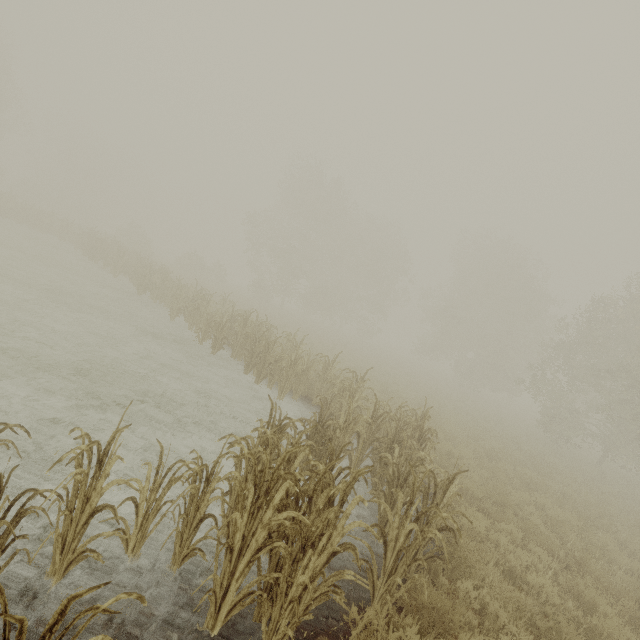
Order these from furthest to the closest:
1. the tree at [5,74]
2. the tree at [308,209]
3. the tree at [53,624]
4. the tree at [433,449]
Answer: the tree at [308,209] < the tree at [5,74] < the tree at [433,449] < the tree at [53,624]

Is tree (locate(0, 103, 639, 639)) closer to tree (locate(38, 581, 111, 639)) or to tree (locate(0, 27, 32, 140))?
tree (locate(38, 581, 111, 639))

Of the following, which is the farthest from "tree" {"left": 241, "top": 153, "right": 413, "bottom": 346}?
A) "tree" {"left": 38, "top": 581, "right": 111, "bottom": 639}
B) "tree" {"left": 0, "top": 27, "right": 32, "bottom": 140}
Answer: "tree" {"left": 0, "top": 27, "right": 32, "bottom": 140}

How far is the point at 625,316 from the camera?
19.9 meters

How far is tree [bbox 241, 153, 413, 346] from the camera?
34.56m

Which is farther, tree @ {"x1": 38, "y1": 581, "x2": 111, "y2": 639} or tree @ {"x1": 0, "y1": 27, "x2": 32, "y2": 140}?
tree @ {"x1": 0, "y1": 27, "x2": 32, "y2": 140}

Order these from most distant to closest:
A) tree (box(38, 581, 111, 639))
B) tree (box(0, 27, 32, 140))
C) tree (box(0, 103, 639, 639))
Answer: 1. tree (box(0, 27, 32, 140))
2. tree (box(0, 103, 639, 639))
3. tree (box(38, 581, 111, 639))

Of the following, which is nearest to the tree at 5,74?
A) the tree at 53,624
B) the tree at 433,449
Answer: the tree at 433,449
